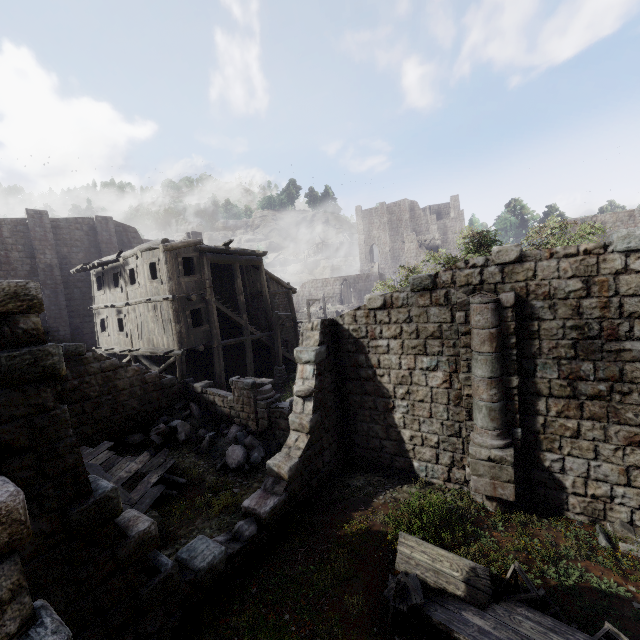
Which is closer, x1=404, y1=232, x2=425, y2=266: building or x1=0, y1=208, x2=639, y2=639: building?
x1=0, y1=208, x2=639, y2=639: building

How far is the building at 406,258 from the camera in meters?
55.1 m

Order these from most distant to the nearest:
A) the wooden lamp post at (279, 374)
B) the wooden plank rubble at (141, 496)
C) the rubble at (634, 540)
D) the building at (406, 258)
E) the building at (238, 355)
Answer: the building at (406, 258), the wooden lamp post at (279, 374), the wooden plank rubble at (141, 496), the rubble at (634, 540), the building at (238, 355)

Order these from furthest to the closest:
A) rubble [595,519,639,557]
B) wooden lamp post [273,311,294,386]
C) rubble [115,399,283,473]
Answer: wooden lamp post [273,311,294,386] < rubble [115,399,283,473] < rubble [595,519,639,557]

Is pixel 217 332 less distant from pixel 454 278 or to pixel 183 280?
pixel 183 280

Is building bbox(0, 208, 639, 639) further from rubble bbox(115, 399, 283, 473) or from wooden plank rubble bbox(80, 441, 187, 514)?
wooden plank rubble bbox(80, 441, 187, 514)

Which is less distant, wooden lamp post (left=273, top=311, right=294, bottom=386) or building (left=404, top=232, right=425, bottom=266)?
wooden lamp post (left=273, top=311, right=294, bottom=386)

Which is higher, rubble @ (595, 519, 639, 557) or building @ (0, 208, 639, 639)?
building @ (0, 208, 639, 639)
